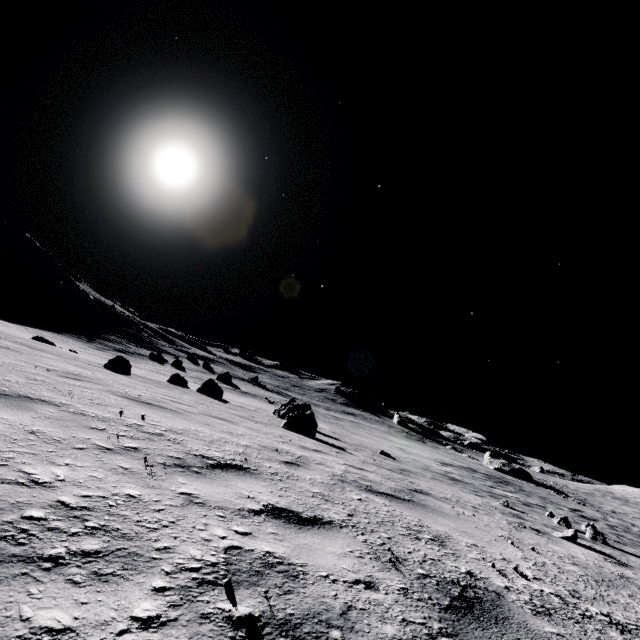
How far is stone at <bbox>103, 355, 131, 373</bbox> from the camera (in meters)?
12.00

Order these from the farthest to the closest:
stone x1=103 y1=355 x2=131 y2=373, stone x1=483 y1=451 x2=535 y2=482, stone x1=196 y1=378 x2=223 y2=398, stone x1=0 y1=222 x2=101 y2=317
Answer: stone x1=483 y1=451 x2=535 y2=482 → stone x1=0 y1=222 x2=101 y2=317 → stone x1=196 y1=378 x2=223 y2=398 → stone x1=103 y1=355 x2=131 y2=373

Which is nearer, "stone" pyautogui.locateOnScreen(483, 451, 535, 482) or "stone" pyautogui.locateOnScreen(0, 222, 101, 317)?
"stone" pyautogui.locateOnScreen(0, 222, 101, 317)

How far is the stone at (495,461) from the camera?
49.22m

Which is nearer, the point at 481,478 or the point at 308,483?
the point at 308,483

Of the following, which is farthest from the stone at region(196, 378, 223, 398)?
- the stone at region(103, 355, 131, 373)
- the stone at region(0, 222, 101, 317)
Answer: the stone at region(0, 222, 101, 317)

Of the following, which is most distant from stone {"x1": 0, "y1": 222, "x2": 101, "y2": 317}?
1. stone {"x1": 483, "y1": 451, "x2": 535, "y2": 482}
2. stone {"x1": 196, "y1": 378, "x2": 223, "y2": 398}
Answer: stone {"x1": 483, "y1": 451, "x2": 535, "y2": 482}

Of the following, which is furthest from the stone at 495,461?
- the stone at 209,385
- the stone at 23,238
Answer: the stone at 23,238
